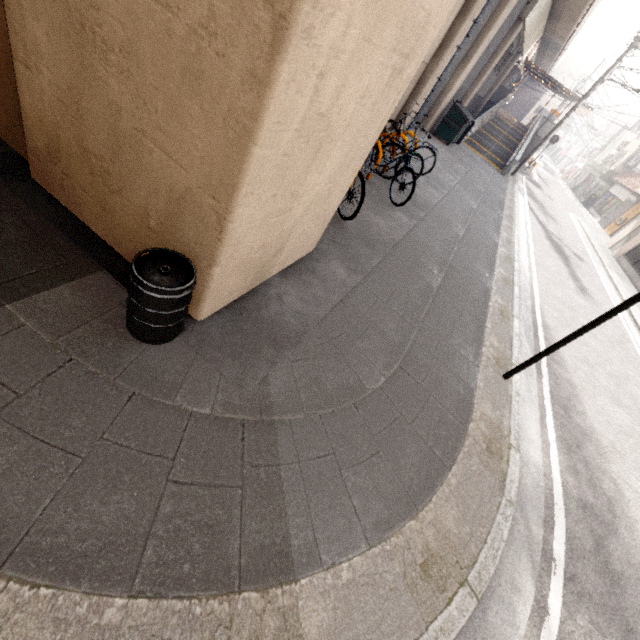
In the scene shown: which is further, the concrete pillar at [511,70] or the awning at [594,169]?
the awning at [594,169]

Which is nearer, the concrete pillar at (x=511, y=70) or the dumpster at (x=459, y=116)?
the dumpster at (x=459, y=116)

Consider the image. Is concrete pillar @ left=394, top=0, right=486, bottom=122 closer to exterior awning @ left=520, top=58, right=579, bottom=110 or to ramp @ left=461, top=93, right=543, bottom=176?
ramp @ left=461, top=93, right=543, bottom=176

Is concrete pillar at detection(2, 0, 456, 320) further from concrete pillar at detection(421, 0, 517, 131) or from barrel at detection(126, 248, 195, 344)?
concrete pillar at detection(421, 0, 517, 131)

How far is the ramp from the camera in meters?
18.2 m

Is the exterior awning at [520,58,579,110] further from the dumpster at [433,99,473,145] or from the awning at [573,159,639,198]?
the dumpster at [433,99,473,145]

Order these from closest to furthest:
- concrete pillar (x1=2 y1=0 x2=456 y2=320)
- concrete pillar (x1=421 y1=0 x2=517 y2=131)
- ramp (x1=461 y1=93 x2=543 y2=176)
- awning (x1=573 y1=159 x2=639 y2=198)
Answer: concrete pillar (x1=2 y1=0 x2=456 y2=320) → concrete pillar (x1=421 y1=0 x2=517 y2=131) → ramp (x1=461 y1=93 x2=543 y2=176) → awning (x1=573 y1=159 x2=639 y2=198)

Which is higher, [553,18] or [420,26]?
[553,18]
